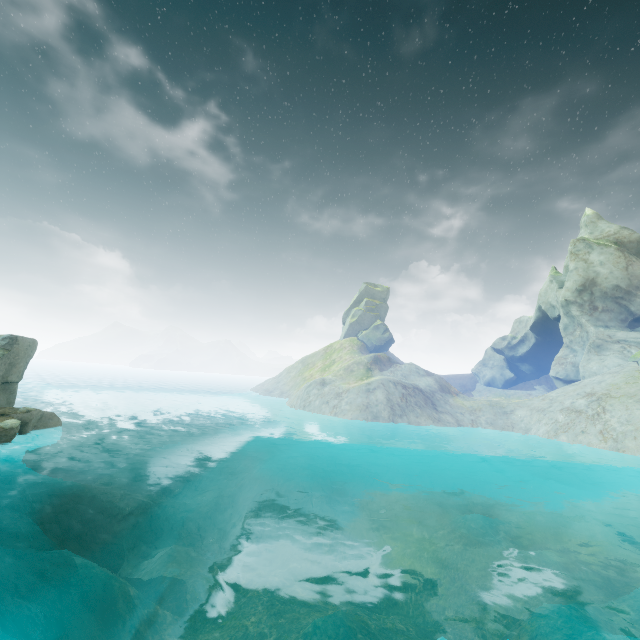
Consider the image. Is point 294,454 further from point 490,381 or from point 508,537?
point 490,381
